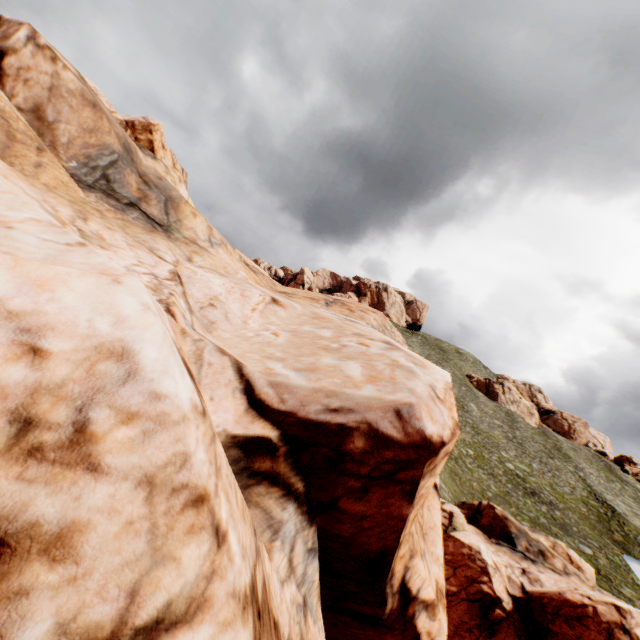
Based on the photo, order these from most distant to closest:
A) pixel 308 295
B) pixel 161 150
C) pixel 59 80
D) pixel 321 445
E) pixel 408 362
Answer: pixel 161 150 < pixel 308 295 < pixel 59 80 < pixel 408 362 < pixel 321 445
